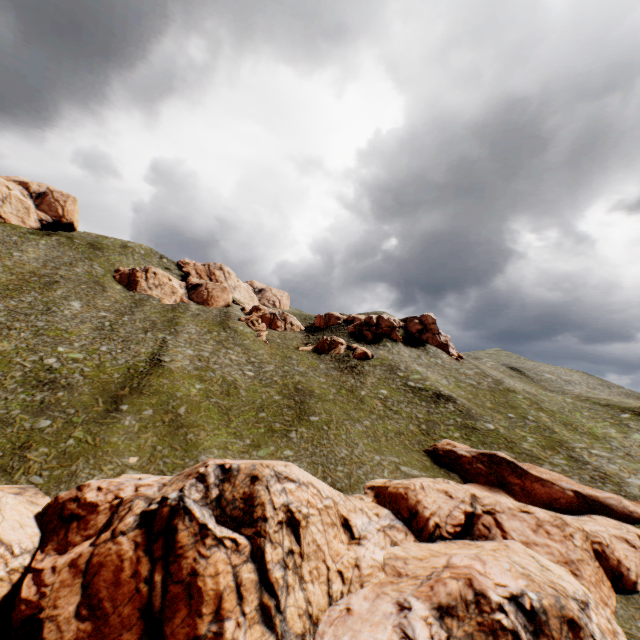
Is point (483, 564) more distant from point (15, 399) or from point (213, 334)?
point (213, 334)
